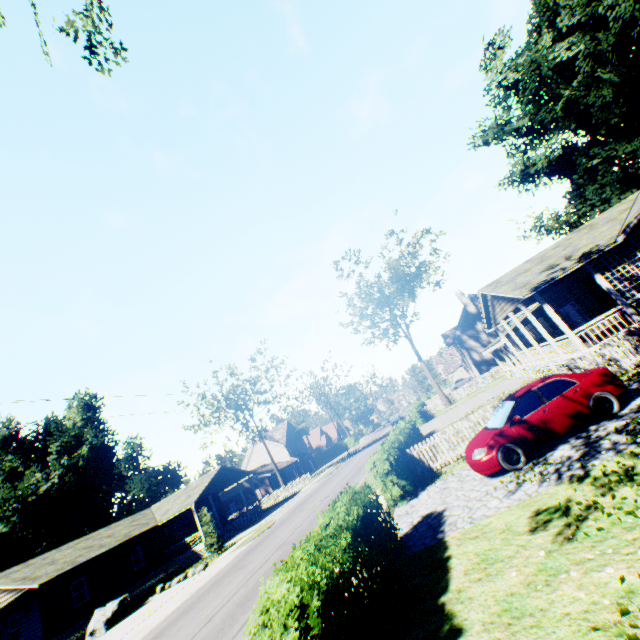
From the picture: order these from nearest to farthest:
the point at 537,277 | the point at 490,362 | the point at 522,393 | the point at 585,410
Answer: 1. the point at 585,410
2. the point at 522,393
3. the point at 537,277
4. the point at 490,362

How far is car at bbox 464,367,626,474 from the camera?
9.07m

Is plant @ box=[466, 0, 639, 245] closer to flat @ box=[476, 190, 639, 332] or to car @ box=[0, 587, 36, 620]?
flat @ box=[476, 190, 639, 332]

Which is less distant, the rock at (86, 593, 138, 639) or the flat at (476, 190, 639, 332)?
the flat at (476, 190, 639, 332)

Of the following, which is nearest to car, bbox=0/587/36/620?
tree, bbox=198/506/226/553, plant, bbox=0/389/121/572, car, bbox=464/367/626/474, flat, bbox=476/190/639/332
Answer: tree, bbox=198/506/226/553

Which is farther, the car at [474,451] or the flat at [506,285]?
the flat at [506,285]

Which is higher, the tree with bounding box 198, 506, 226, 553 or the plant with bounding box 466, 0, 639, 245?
the plant with bounding box 466, 0, 639, 245

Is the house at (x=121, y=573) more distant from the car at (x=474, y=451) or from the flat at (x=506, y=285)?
the flat at (x=506, y=285)
